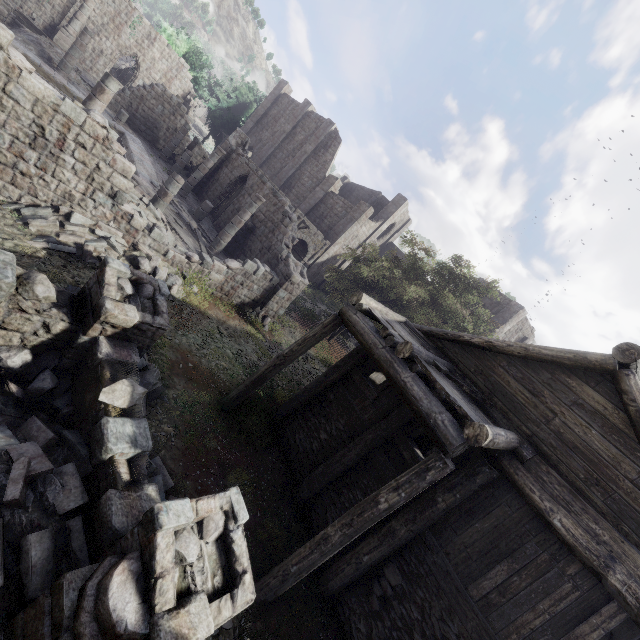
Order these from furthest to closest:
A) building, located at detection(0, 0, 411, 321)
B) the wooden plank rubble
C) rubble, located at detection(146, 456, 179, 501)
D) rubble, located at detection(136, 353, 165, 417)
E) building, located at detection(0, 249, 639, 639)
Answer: the wooden plank rubble, building, located at detection(0, 0, 411, 321), rubble, located at detection(136, 353, 165, 417), rubble, located at detection(146, 456, 179, 501), building, located at detection(0, 249, 639, 639)

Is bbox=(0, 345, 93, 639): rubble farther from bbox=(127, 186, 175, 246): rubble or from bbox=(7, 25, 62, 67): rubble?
bbox=(7, 25, 62, 67): rubble

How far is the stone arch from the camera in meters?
28.8 m

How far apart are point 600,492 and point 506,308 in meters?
28.4 m

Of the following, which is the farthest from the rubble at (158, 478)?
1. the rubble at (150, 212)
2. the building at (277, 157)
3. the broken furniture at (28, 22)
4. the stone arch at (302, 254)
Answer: the broken furniture at (28, 22)

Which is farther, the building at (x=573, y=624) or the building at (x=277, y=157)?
the building at (x=277, y=157)

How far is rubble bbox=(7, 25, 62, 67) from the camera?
18.9 meters

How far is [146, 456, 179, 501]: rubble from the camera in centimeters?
602cm
